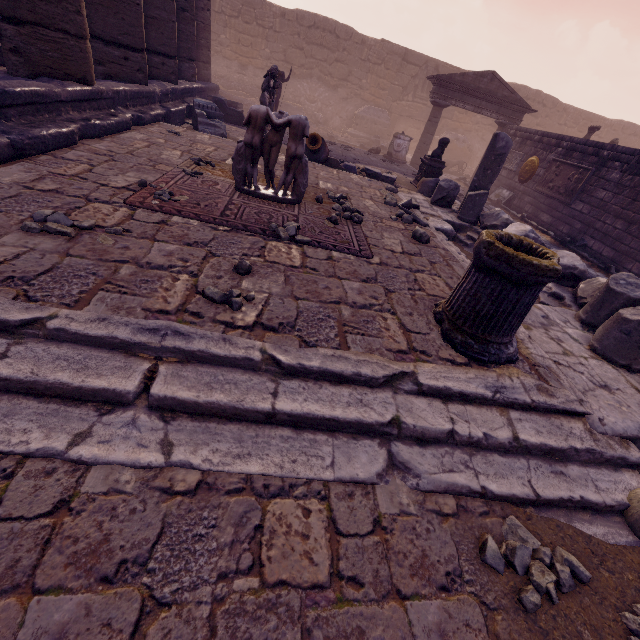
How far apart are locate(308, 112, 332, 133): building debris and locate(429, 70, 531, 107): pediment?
6.36m

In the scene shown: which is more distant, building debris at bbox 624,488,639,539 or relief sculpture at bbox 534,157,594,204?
relief sculpture at bbox 534,157,594,204

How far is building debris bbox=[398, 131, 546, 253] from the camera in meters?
6.3

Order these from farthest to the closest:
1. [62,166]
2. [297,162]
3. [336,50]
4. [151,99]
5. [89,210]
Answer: [336,50], [151,99], [297,162], [62,166], [89,210]

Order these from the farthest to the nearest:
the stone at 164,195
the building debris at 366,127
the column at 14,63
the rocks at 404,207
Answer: the building debris at 366,127, the rocks at 404,207, the column at 14,63, the stone at 164,195

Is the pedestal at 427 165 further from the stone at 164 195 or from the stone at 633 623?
the stone at 633 623

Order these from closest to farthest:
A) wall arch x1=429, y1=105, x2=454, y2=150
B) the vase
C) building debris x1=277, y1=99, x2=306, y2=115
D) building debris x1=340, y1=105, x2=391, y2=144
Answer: the vase < building debris x1=277, y1=99, x2=306, y2=115 < building debris x1=340, y1=105, x2=391, y2=144 < wall arch x1=429, y1=105, x2=454, y2=150

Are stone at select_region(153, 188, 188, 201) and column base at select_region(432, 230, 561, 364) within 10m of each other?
yes
